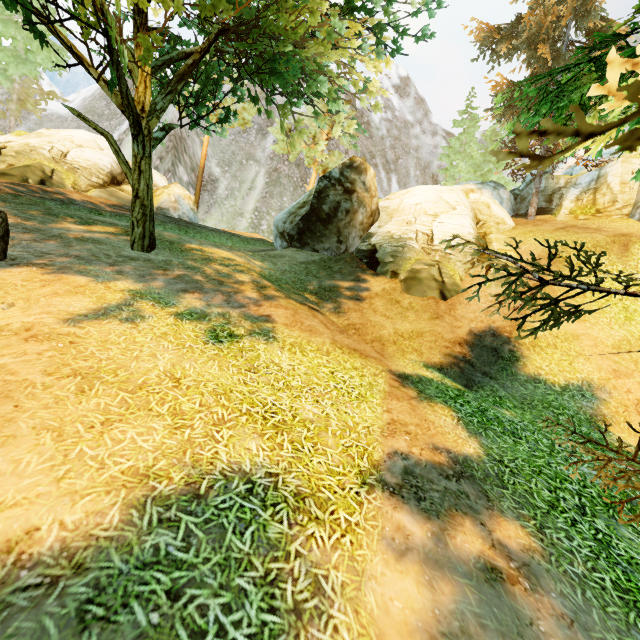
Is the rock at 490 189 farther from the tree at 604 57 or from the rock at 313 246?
the rock at 313 246

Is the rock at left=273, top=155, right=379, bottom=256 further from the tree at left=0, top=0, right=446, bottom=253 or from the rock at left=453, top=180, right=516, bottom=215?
the rock at left=453, top=180, right=516, bottom=215

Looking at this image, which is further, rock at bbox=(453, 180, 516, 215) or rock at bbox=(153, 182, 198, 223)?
rock at bbox=(453, 180, 516, 215)

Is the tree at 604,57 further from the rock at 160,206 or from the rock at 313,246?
the rock at 160,206

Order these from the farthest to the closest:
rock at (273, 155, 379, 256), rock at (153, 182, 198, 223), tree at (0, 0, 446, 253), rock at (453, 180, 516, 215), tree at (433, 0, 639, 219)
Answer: rock at (453, 180, 516, 215)
rock at (153, 182, 198, 223)
rock at (273, 155, 379, 256)
tree at (0, 0, 446, 253)
tree at (433, 0, 639, 219)

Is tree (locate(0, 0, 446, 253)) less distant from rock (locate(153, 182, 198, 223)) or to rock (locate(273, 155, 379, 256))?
rock (locate(273, 155, 379, 256))

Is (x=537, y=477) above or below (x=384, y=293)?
below

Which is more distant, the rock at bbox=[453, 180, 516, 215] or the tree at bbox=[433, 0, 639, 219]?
the rock at bbox=[453, 180, 516, 215]
